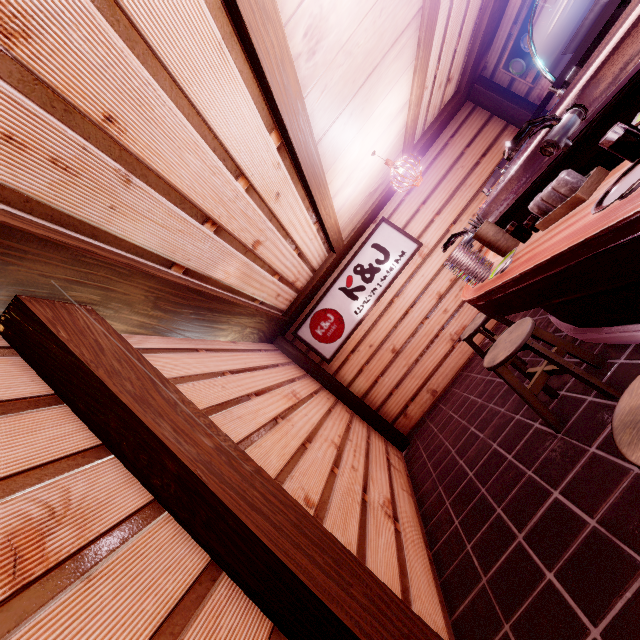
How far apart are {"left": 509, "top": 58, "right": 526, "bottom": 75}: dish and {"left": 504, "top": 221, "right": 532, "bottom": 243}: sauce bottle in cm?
793

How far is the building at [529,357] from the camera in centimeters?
590cm

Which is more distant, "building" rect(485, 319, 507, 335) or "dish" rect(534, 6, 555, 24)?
"building" rect(485, 319, 507, 335)

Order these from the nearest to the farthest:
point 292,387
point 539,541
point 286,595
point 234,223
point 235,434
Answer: point 286,595, point 539,541, point 235,434, point 234,223, point 292,387

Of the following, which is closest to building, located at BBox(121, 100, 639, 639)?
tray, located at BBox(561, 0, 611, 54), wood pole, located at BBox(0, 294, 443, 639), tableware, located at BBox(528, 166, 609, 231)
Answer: wood pole, located at BBox(0, 294, 443, 639)

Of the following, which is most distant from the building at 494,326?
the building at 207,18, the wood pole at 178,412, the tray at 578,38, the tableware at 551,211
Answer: the tray at 578,38

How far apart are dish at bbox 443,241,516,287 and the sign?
5.1m

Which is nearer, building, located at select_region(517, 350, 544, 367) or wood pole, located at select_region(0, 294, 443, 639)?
wood pole, located at select_region(0, 294, 443, 639)
